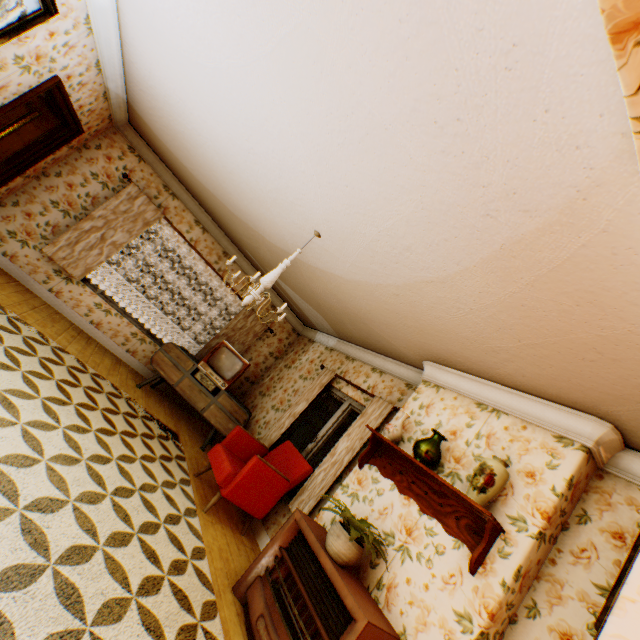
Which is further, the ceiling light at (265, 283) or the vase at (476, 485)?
the ceiling light at (265, 283)

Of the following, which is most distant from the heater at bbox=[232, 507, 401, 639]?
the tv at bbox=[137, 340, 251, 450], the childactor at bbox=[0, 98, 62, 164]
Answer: the childactor at bbox=[0, 98, 62, 164]

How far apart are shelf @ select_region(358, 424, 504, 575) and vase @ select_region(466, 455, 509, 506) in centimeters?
13cm

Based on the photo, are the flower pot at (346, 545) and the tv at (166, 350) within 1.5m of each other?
no

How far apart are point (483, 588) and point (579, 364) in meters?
1.8

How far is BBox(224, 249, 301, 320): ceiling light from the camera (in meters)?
3.27

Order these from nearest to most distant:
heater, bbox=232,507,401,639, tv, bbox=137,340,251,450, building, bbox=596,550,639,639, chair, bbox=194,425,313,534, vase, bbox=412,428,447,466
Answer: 1. building, bbox=596,550,639,639
2. heater, bbox=232,507,401,639
3. vase, bbox=412,428,447,466
4. chair, bbox=194,425,313,534
5. tv, bbox=137,340,251,450

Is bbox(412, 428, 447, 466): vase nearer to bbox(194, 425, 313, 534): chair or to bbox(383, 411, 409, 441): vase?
bbox(383, 411, 409, 441): vase
